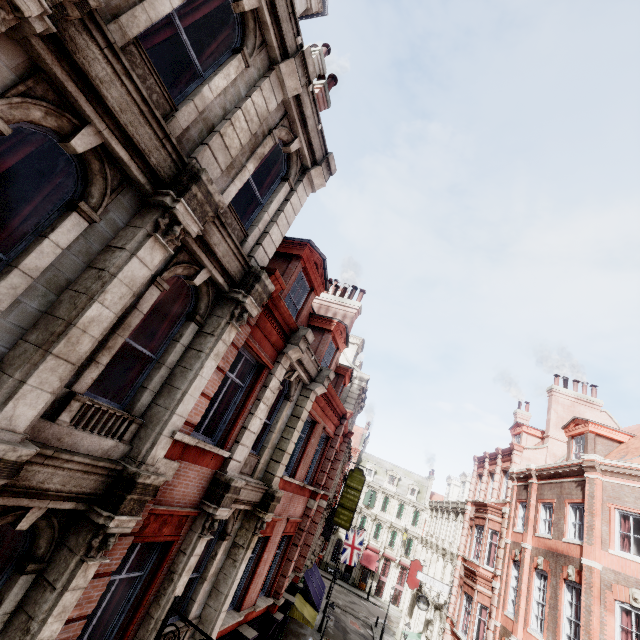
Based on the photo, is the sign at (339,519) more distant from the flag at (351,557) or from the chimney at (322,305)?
the chimney at (322,305)

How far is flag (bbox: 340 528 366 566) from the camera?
31.3m

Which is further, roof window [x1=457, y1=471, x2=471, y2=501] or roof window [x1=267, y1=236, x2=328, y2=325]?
roof window [x1=457, y1=471, x2=471, y2=501]

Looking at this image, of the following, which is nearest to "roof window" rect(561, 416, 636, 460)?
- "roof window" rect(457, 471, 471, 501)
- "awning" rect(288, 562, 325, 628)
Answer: "roof window" rect(457, 471, 471, 501)

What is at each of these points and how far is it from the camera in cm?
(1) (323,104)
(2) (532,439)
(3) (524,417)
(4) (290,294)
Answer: (1) chimney, 1166
(2) roof window, 2458
(3) chimney, 2953
(4) roof window, 1016

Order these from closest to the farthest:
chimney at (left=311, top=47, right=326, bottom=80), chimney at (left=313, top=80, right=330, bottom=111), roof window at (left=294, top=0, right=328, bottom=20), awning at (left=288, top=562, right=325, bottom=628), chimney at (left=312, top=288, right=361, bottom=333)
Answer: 1. roof window at (left=294, top=0, right=328, bottom=20)
2. chimney at (left=313, top=80, right=330, bottom=111)
3. chimney at (left=311, top=47, right=326, bottom=80)
4. chimney at (left=312, top=288, right=361, bottom=333)
5. awning at (left=288, top=562, right=325, bottom=628)

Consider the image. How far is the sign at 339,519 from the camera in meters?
24.8 m

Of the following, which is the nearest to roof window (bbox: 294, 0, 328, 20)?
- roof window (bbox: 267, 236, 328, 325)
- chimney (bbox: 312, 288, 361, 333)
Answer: roof window (bbox: 267, 236, 328, 325)
